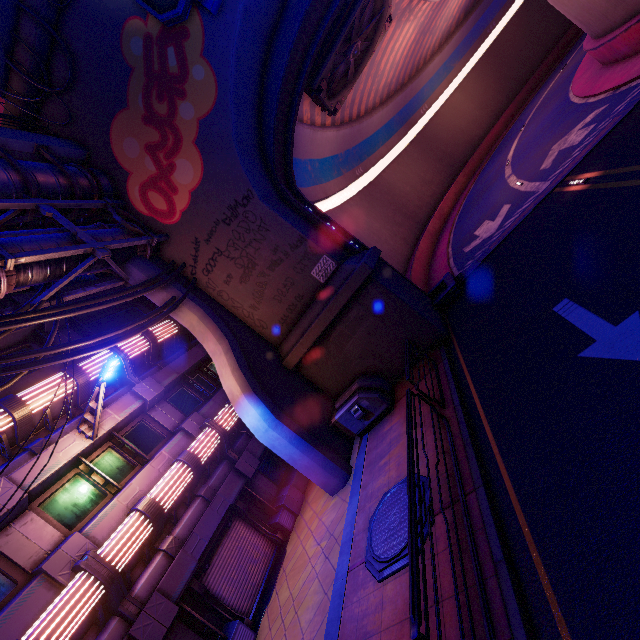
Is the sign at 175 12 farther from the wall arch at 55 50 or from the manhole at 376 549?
the manhole at 376 549

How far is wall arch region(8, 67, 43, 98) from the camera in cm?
1193

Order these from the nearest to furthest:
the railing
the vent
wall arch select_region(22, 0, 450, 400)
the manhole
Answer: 1. the railing
2. the manhole
3. wall arch select_region(22, 0, 450, 400)
4. the vent

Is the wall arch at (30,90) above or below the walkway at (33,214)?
above

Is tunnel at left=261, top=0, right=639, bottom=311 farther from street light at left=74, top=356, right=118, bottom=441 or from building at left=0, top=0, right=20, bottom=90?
street light at left=74, top=356, right=118, bottom=441

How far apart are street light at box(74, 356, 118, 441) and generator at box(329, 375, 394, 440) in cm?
700

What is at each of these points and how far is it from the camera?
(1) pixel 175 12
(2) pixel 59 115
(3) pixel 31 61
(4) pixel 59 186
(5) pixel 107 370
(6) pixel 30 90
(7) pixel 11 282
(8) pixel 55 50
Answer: (1) sign, 9.6 meters
(2) wall arch, 12.5 meters
(3) wall arch, 11.6 meters
(4) walkway, 10.8 meters
(5) street light, 8.6 meters
(6) wall arch, 12.1 meters
(7) pipe, 8.3 meters
(8) wall arch, 11.7 meters

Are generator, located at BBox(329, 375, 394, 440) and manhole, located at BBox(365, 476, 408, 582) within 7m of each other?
yes
